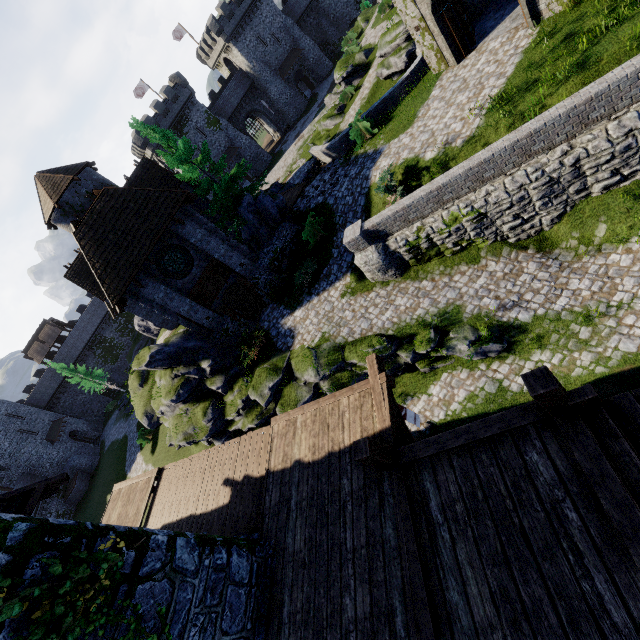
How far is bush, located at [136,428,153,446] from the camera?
31.3m

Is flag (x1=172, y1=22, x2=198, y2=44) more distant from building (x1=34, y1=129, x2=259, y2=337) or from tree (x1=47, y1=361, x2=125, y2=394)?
tree (x1=47, y1=361, x2=125, y2=394)

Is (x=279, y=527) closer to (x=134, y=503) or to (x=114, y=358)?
(x=134, y=503)

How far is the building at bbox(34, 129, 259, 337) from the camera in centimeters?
1656cm

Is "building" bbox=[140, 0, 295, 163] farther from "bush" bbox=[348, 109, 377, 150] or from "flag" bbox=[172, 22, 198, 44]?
"bush" bbox=[348, 109, 377, 150]

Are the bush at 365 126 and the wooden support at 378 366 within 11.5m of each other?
no

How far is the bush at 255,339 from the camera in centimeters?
1781cm

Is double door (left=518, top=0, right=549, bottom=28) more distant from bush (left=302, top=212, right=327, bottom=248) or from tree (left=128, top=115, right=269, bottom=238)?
tree (left=128, top=115, right=269, bottom=238)
